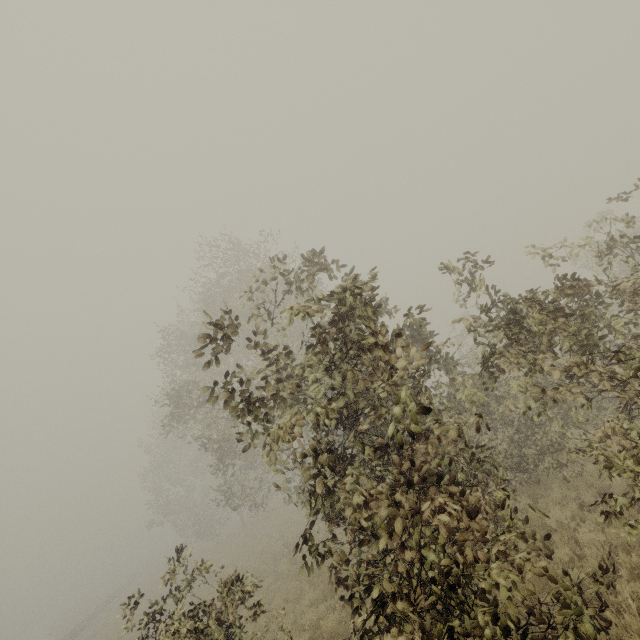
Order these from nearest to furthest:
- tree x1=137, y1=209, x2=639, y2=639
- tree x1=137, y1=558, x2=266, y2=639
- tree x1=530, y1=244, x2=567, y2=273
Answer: tree x1=137, y1=209, x2=639, y2=639
tree x1=137, y1=558, x2=266, y2=639
tree x1=530, y1=244, x2=567, y2=273

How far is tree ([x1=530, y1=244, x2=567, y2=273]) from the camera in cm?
586

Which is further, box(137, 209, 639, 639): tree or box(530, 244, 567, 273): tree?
box(530, 244, 567, 273): tree

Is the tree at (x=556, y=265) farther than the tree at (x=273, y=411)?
Yes

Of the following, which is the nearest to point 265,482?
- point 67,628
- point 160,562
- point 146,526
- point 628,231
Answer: point 146,526

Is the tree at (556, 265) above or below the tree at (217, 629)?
above
